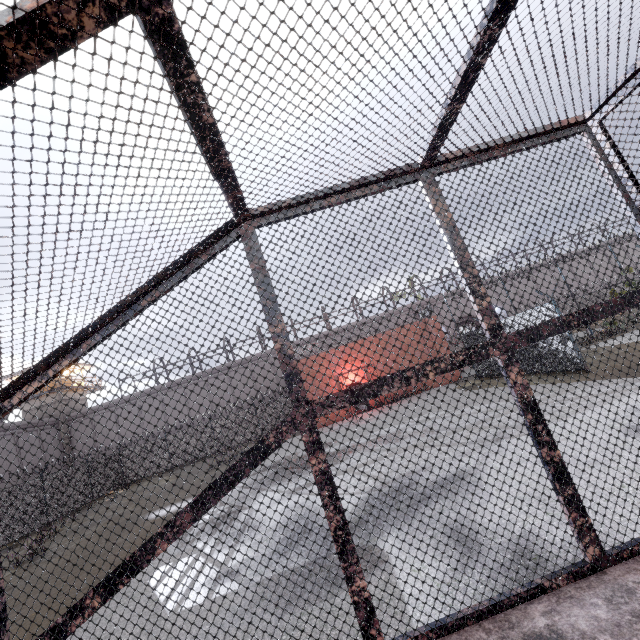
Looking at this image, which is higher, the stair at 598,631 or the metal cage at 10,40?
the metal cage at 10,40

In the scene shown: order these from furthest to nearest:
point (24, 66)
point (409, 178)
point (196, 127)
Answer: point (409, 178)
point (196, 127)
point (24, 66)

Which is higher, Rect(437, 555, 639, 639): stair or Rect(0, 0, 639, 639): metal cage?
Rect(0, 0, 639, 639): metal cage
